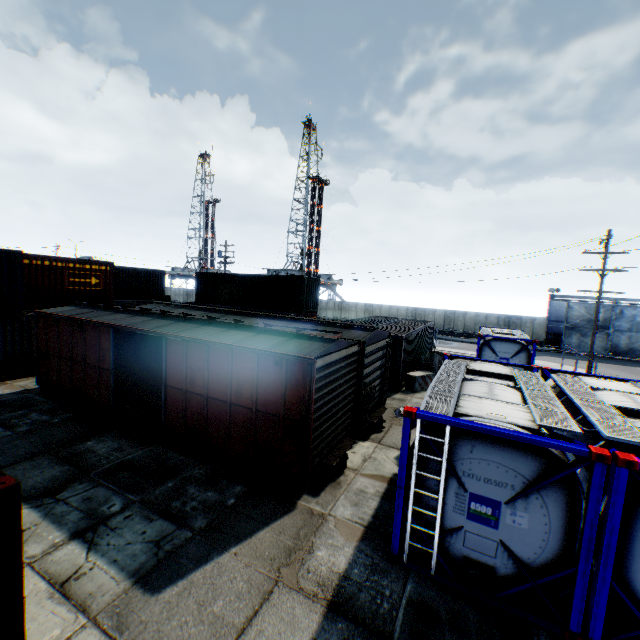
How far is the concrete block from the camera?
17.02m

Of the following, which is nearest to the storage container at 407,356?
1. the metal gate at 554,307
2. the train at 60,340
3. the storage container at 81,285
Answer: the train at 60,340

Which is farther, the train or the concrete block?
the concrete block

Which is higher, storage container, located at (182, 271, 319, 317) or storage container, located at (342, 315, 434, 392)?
storage container, located at (182, 271, 319, 317)

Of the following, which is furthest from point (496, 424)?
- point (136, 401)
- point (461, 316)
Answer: point (461, 316)

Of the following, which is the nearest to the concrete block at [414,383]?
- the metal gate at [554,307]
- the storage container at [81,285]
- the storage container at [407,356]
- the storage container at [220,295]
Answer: the storage container at [407,356]

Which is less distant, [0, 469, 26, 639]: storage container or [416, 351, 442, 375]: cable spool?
[0, 469, 26, 639]: storage container

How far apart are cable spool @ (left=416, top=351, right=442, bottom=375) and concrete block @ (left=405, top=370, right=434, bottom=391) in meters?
0.2 m
